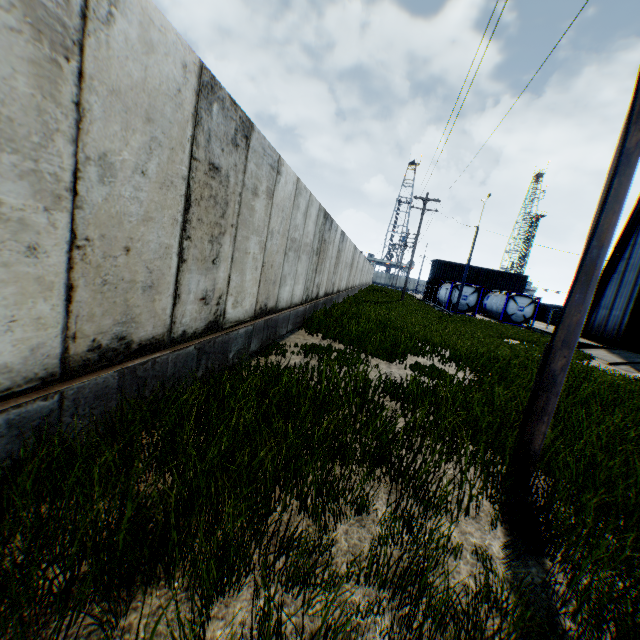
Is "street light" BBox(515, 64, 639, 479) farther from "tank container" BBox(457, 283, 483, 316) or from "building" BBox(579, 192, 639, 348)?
"tank container" BBox(457, 283, 483, 316)

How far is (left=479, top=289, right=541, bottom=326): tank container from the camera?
30.4m

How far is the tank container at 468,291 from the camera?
31.09m

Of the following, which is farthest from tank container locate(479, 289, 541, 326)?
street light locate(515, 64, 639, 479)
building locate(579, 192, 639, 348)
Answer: street light locate(515, 64, 639, 479)

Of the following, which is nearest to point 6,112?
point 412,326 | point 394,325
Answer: point 394,325

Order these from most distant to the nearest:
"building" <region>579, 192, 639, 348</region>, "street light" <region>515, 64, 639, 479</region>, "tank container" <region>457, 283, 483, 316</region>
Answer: "tank container" <region>457, 283, 483, 316</region>, "building" <region>579, 192, 639, 348</region>, "street light" <region>515, 64, 639, 479</region>

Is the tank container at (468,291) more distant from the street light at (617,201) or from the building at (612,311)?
the street light at (617,201)
